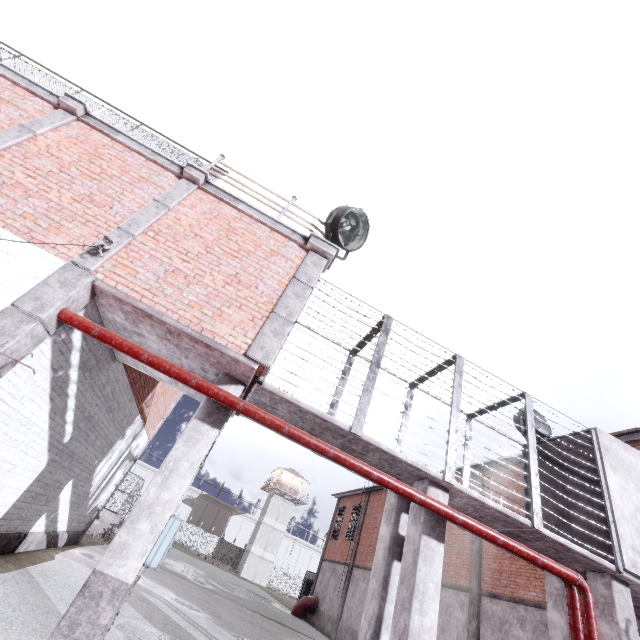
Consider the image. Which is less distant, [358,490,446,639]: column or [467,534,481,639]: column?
[358,490,446,639]: column

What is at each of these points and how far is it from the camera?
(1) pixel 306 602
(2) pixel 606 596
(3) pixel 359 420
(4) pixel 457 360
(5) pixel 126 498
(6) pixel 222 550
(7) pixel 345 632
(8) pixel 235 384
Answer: (1) pipe, 24.0 meters
(2) column, 6.3 meters
(3) cage, 5.9 meters
(4) cage, 7.6 meters
(5) cage, 27.2 meters
(6) fence, 51.1 meters
(7) foundation, 19.5 meters
(8) column, 5.8 meters

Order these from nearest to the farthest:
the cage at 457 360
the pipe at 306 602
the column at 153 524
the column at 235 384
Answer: the column at 153 524, the column at 235 384, the cage at 457 360, the pipe at 306 602

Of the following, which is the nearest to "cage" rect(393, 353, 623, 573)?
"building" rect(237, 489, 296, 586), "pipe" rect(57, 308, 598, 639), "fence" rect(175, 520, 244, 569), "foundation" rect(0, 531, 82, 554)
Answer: "pipe" rect(57, 308, 598, 639)

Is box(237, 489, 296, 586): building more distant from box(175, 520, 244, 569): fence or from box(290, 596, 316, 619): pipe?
box(290, 596, 316, 619): pipe

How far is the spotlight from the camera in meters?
7.2 m

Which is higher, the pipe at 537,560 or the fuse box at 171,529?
the pipe at 537,560

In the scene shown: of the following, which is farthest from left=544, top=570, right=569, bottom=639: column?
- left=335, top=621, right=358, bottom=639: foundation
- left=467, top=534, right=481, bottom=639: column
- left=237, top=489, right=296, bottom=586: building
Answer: left=237, top=489, right=296, bottom=586: building
